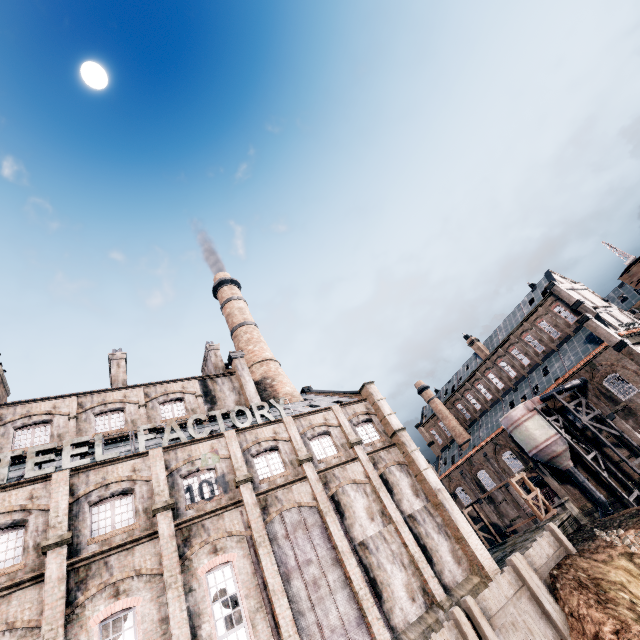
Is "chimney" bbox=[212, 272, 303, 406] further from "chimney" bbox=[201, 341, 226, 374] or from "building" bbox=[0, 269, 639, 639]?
"chimney" bbox=[201, 341, 226, 374]

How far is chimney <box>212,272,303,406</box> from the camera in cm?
3475

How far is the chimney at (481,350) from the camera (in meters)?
55.84

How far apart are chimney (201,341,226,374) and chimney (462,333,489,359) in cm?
4334

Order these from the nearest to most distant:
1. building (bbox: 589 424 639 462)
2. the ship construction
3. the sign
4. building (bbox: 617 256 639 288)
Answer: the sign → building (bbox: 589 424 639 462) → the ship construction → building (bbox: 617 256 639 288)

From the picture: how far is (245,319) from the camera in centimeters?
4300cm

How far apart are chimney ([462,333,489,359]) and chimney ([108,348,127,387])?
52.7 meters

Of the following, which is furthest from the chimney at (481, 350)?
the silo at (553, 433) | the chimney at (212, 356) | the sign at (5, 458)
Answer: the sign at (5, 458)
